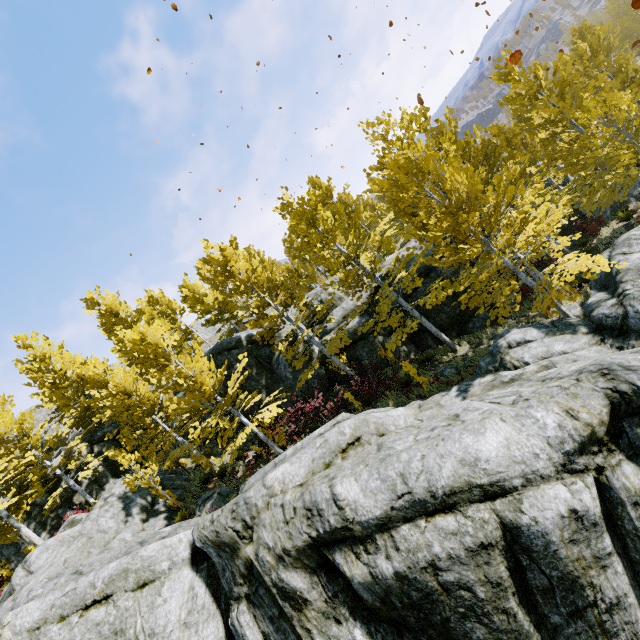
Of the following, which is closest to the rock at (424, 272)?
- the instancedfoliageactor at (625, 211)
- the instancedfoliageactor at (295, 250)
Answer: the instancedfoliageactor at (625, 211)

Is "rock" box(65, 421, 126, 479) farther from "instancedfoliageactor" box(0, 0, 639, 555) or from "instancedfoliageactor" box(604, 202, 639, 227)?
"instancedfoliageactor" box(0, 0, 639, 555)

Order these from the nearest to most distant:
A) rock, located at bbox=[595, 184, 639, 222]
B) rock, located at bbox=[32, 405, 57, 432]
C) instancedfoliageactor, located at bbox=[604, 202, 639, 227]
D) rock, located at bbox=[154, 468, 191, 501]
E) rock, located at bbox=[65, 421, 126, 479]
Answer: rock, located at bbox=[154, 468, 191, 501] < instancedfoliageactor, located at bbox=[604, 202, 639, 227] < rock, located at bbox=[595, 184, 639, 222] < rock, located at bbox=[65, 421, 126, 479] < rock, located at bbox=[32, 405, 57, 432]

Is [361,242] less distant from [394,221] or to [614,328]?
[614,328]

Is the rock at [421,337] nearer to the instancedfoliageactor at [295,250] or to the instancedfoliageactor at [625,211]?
the instancedfoliageactor at [625,211]

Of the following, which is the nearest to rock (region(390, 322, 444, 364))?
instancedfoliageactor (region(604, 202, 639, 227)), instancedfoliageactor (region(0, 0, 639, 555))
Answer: instancedfoliageactor (region(604, 202, 639, 227))

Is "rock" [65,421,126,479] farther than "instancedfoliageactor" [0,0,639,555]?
Yes
